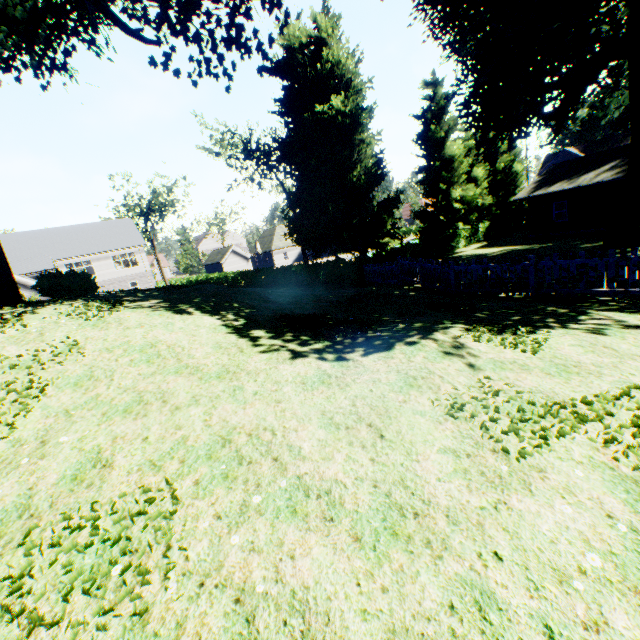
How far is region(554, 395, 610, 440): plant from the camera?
3.6m

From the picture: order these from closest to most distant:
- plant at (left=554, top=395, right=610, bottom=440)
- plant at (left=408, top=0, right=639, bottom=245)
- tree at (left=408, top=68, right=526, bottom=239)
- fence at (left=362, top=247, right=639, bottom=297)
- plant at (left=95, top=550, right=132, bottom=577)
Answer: plant at (left=95, top=550, right=132, bottom=577), plant at (left=554, top=395, right=610, bottom=440), fence at (left=362, top=247, right=639, bottom=297), plant at (left=408, top=0, right=639, bottom=245), tree at (left=408, top=68, right=526, bottom=239)

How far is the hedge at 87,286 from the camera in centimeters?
1327cm

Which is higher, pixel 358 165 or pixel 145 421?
pixel 358 165

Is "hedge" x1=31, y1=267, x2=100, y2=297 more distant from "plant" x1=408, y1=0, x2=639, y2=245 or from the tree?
the tree

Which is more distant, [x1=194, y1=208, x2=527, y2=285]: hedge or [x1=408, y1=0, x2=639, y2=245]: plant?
[x1=194, y1=208, x2=527, y2=285]: hedge

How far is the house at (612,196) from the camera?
23.0 meters

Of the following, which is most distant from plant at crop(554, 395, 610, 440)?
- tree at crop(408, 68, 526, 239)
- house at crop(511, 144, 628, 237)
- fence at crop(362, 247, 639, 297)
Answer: house at crop(511, 144, 628, 237)
